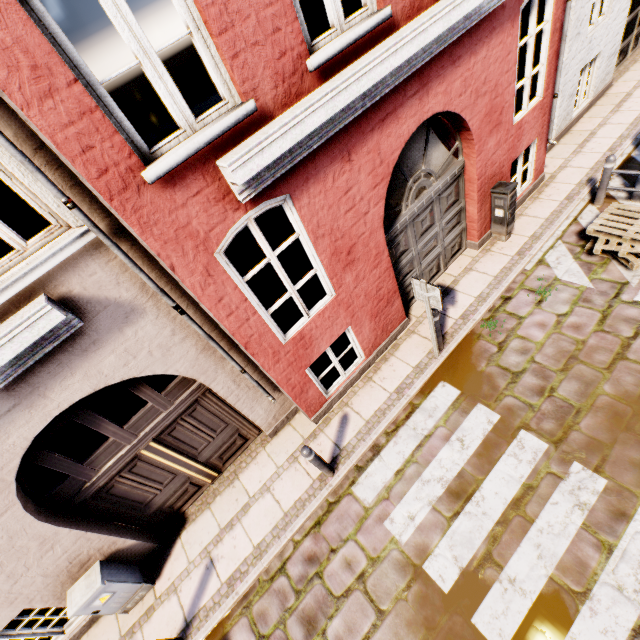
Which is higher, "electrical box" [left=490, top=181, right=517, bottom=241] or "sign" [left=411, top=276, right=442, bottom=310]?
"sign" [left=411, top=276, right=442, bottom=310]

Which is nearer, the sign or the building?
the building

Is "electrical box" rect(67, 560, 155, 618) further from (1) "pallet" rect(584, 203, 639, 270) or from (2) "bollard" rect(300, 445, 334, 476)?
(1) "pallet" rect(584, 203, 639, 270)

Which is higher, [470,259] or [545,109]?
[545,109]

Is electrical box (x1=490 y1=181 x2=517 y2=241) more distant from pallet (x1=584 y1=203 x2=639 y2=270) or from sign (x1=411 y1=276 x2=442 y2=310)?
sign (x1=411 y1=276 x2=442 y2=310)

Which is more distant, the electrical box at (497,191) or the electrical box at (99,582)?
the electrical box at (497,191)

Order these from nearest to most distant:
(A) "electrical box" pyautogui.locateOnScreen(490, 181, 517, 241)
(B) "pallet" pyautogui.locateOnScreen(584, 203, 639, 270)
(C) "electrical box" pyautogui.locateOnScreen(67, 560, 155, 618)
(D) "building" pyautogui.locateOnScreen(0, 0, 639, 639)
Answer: (D) "building" pyautogui.locateOnScreen(0, 0, 639, 639) → (C) "electrical box" pyautogui.locateOnScreen(67, 560, 155, 618) → (B) "pallet" pyautogui.locateOnScreen(584, 203, 639, 270) → (A) "electrical box" pyautogui.locateOnScreen(490, 181, 517, 241)

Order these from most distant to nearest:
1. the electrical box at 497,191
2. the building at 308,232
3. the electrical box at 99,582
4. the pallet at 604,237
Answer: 1. the electrical box at 497,191
2. the pallet at 604,237
3. the electrical box at 99,582
4. the building at 308,232
